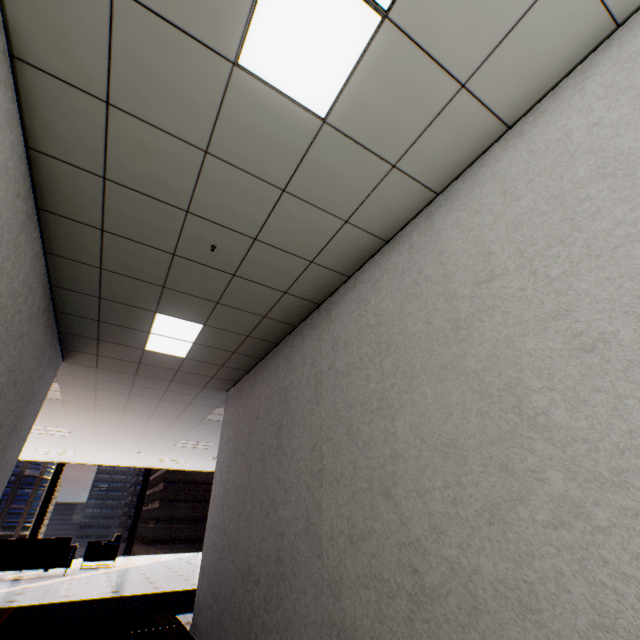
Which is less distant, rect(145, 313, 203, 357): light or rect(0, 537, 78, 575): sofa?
rect(145, 313, 203, 357): light

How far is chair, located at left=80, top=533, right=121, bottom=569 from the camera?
8.9 meters

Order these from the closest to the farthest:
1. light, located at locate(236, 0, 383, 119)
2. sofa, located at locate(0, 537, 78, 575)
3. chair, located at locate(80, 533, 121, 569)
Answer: light, located at locate(236, 0, 383, 119) < sofa, located at locate(0, 537, 78, 575) < chair, located at locate(80, 533, 121, 569)

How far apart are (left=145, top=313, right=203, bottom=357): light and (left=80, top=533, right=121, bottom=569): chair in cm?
887

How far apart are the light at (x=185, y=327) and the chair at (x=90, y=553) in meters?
8.9

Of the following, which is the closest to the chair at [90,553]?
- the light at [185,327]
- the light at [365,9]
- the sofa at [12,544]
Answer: the sofa at [12,544]

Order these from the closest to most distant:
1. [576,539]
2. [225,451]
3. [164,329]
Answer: [576,539] < [164,329] < [225,451]

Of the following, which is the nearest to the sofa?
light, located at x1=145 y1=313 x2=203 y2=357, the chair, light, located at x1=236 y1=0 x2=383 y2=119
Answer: the chair
